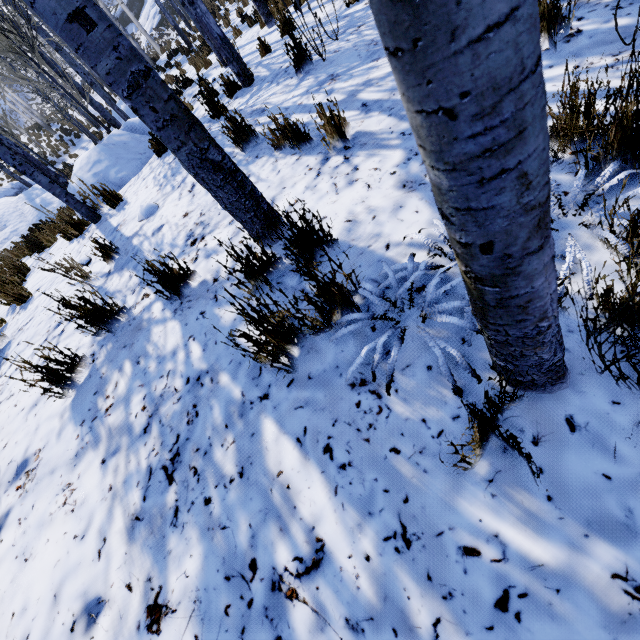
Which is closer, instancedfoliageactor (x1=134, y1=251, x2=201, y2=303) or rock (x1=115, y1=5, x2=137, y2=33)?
instancedfoliageactor (x1=134, y1=251, x2=201, y2=303)

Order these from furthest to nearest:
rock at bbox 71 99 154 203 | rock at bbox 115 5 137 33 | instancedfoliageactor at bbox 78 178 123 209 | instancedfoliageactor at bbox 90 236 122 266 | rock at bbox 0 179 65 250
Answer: rock at bbox 115 5 137 33 → rock at bbox 0 179 65 250 → rock at bbox 71 99 154 203 → instancedfoliageactor at bbox 78 178 123 209 → instancedfoliageactor at bbox 90 236 122 266

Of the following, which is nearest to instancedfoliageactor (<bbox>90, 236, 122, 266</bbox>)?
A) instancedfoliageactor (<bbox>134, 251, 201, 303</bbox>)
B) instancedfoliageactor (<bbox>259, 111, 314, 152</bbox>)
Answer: instancedfoliageactor (<bbox>134, 251, 201, 303</bbox>)

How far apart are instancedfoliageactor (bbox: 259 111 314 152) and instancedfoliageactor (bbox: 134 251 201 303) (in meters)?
1.46

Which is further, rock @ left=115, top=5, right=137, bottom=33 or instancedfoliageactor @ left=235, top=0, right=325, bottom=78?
rock @ left=115, top=5, right=137, bottom=33

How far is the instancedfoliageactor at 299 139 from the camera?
2.73m

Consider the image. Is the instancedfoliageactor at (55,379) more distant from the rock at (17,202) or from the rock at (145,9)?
the rock at (145,9)

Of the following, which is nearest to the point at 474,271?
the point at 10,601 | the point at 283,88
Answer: the point at 10,601
